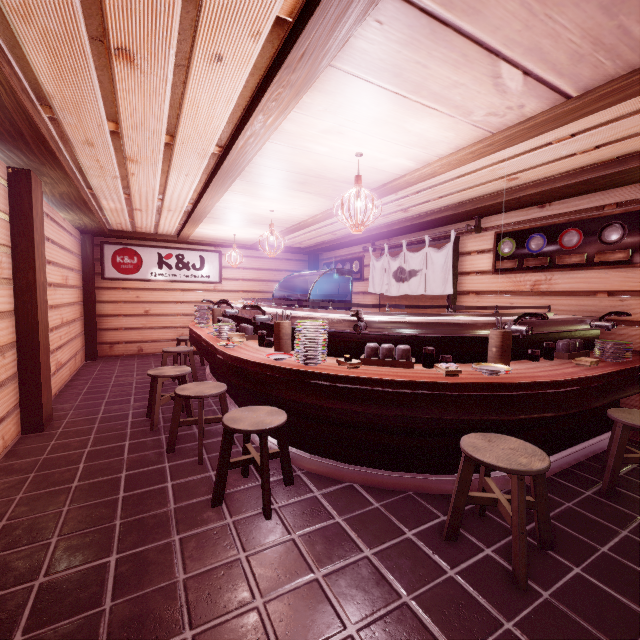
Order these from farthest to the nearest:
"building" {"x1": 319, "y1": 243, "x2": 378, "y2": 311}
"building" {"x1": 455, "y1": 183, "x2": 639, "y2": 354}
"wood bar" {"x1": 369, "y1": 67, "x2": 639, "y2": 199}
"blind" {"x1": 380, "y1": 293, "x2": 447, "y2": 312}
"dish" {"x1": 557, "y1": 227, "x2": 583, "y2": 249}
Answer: "building" {"x1": 319, "y1": 243, "x2": 378, "y2": 311} → "blind" {"x1": 380, "y1": 293, "x2": 447, "y2": 312} → "dish" {"x1": 557, "y1": 227, "x2": 583, "y2": 249} → "building" {"x1": 455, "y1": 183, "x2": 639, "y2": 354} → "wood bar" {"x1": 369, "y1": 67, "x2": 639, "y2": 199}

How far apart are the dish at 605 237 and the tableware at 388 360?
5.29m

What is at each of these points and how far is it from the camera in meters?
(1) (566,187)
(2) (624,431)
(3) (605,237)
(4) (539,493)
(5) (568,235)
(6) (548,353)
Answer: (1) wood bar, 6.6
(2) chair, 4.7
(3) dish, 6.7
(4) chair, 3.6
(5) dish, 7.3
(6) sauce bottle, 5.6

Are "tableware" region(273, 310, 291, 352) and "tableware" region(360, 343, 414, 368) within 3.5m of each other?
yes

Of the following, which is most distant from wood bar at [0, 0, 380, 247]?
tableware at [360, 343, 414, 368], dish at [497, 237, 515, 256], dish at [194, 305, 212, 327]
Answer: tableware at [360, 343, 414, 368]

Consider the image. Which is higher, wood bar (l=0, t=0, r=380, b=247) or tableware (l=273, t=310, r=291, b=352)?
wood bar (l=0, t=0, r=380, b=247)

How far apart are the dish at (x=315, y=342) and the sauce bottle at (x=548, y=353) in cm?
391

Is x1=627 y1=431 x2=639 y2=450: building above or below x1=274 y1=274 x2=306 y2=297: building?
below
